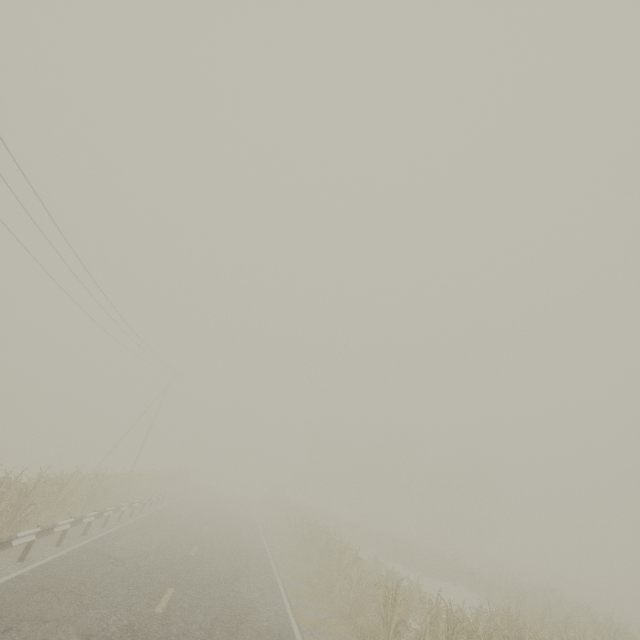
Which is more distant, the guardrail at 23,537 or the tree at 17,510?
the tree at 17,510

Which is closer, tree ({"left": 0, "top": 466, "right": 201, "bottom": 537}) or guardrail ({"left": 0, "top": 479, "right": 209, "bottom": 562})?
guardrail ({"left": 0, "top": 479, "right": 209, "bottom": 562})

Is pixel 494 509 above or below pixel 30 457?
above
